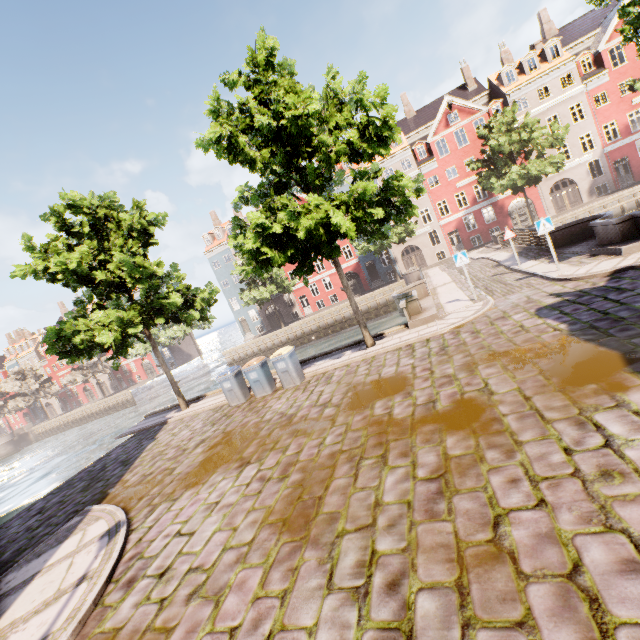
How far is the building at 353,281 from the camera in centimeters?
3953cm

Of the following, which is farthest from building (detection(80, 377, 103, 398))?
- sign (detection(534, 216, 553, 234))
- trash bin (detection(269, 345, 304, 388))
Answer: sign (detection(534, 216, 553, 234))

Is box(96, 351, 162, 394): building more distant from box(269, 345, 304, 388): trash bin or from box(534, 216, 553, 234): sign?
box(534, 216, 553, 234): sign

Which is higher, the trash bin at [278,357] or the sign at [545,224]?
the sign at [545,224]

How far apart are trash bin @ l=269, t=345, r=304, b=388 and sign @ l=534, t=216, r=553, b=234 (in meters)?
9.77

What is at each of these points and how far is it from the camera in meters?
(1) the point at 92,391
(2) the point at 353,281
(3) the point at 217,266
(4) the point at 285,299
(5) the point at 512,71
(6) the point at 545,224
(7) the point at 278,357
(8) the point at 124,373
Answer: (1) building, 59.8
(2) building, 41.1
(3) building, 45.8
(4) building, 51.1
(5) building, 32.2
(6) sign, 11.2
(7) trash bin, 11.5
(8) building, 56.2
